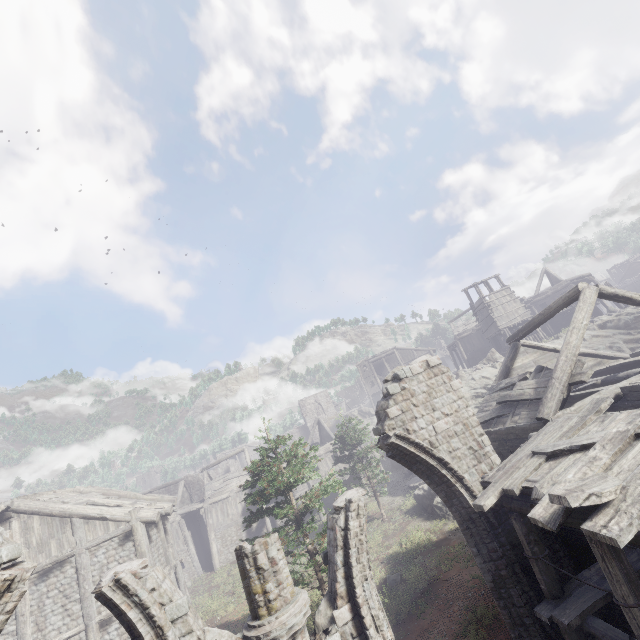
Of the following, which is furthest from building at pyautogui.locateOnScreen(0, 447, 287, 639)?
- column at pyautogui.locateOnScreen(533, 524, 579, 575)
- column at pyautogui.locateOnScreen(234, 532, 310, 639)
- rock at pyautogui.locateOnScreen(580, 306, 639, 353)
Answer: column at pyautogui.locateOnScreen(234, 532, 310, 639)

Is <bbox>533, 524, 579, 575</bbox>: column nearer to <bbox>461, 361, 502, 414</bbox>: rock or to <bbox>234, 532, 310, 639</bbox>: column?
<bbox>234, 532, 310, 639</bbox>: column

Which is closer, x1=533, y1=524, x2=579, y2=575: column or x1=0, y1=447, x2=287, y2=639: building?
x1=533, y1=524, x2=579, y2=575: column

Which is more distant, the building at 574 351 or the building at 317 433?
the building at 317 433

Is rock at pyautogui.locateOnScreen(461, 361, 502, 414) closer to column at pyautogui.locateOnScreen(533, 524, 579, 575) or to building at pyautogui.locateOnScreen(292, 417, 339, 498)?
building at pyautogui.locateOnScreen(292, 417, 339, 498)

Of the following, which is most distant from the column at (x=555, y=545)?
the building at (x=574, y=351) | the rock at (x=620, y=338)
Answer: the rock at (x=620, y=338)

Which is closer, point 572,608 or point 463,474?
point 572,608

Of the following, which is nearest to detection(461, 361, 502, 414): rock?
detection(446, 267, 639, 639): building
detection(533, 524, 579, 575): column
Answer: detection(446, 267, 639, 639): building
